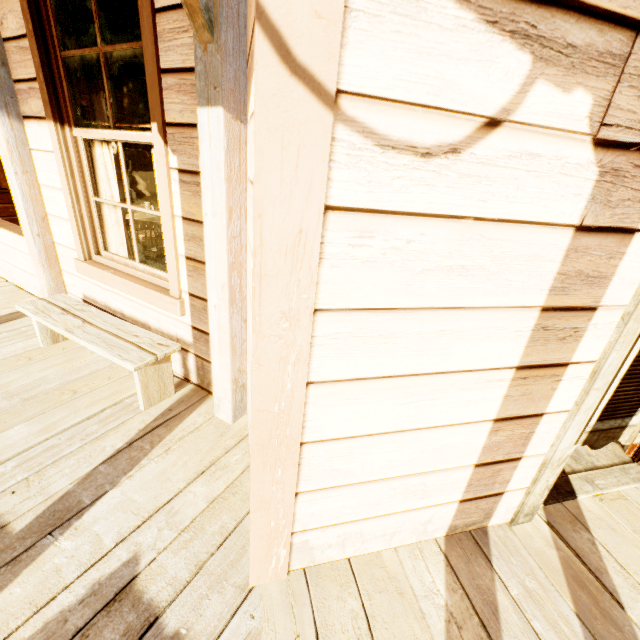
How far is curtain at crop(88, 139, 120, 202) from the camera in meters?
2.7

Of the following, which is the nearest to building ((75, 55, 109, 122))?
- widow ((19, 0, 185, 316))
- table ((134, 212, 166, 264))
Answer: widow ((19, 0, 185, 316))

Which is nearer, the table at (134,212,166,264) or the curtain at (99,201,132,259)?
the curtain at (99,201,132,259)

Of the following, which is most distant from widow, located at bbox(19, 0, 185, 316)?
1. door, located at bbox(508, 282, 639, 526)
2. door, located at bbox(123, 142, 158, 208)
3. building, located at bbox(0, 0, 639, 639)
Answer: door, located at bbox(123, 142, 158, 208)

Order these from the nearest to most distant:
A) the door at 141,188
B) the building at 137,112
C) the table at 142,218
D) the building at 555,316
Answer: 1. the building at 555,316
2. the table at 142,218
3. the building at 137,112
4. the door at 141,188

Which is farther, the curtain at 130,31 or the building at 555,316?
the curtain at 130,31

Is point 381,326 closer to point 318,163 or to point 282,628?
point 318,163

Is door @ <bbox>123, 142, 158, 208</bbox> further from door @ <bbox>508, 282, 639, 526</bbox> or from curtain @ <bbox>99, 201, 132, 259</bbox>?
door @ <bbox>508, 282, 639, 526</bbox>
